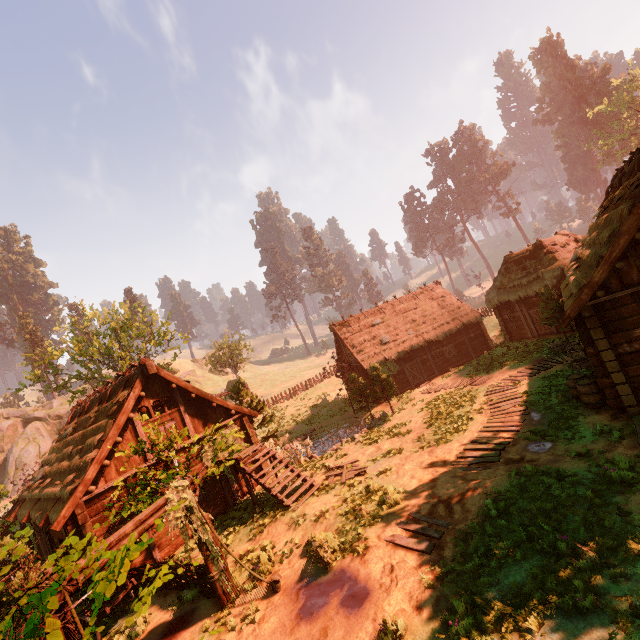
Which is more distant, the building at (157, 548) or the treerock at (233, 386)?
the treerock at (233, 386)

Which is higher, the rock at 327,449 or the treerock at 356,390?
the treerock at 356,390

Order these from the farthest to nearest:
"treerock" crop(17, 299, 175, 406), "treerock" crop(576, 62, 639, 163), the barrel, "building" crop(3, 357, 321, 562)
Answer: "treerock" crop(576, 62, 639, 163) < "treerock" crop(17, 299, 175, 406) < "building" crop(3, 357, 321, 562) < the barrel

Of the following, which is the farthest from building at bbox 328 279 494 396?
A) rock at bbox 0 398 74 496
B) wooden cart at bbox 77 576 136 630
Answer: rock at bbox 0 398 74 496

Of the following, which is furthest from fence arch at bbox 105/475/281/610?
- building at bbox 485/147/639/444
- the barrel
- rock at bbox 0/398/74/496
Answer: rock at bbox 0/398/74/496

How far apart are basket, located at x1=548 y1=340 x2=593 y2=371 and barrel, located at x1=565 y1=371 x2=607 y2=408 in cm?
190

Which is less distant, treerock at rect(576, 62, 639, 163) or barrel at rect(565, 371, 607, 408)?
barrel at rect(565, 371, 607, 408)

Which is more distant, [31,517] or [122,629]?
[31,517]
